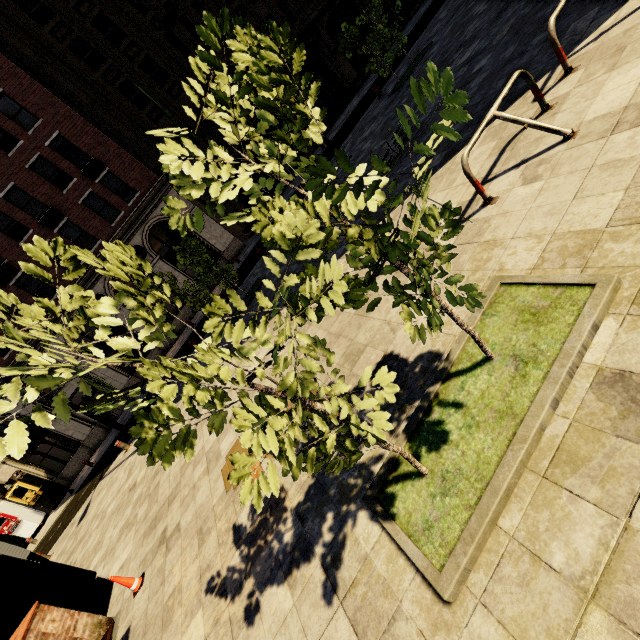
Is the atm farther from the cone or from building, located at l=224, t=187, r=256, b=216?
the cone

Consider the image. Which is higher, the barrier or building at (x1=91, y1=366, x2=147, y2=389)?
building at (x1=91, y1=366, x2=147, y2=389)

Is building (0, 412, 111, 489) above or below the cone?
above

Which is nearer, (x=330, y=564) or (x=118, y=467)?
(x=330, y=564)

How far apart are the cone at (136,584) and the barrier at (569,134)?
7.9 meters

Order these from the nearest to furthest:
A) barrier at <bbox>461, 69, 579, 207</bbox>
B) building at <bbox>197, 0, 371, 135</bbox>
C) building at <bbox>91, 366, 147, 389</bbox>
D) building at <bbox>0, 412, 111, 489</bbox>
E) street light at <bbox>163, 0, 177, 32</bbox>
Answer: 1. barrier at <bbox>461, 69, 579, 207</bbox>
2. street light at <bbox>163, 0, 177, 32</bbox>
3. building at <bbox>0, 412, 111, 489</bbox>
4. building at <bbox>91, 366, 147, 389</bbox>
5. building at <bbox>197, 0, 371, 135</bbox>

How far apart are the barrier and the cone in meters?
7.9 m

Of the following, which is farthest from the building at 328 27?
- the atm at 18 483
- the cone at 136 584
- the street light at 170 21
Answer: the cone at 136 584
